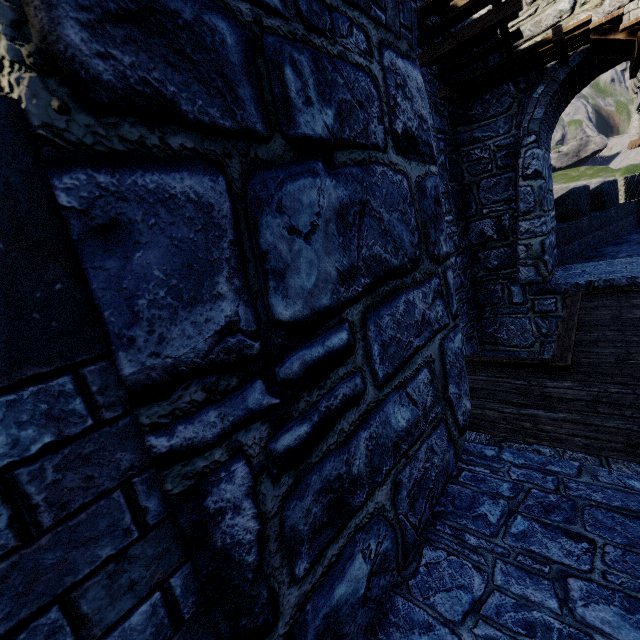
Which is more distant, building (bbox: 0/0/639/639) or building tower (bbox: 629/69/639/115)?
building tower (bbox: 629/69/639/115)

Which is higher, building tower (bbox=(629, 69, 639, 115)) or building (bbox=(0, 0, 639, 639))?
building tower (bbox=(629, 69, 639, 115))

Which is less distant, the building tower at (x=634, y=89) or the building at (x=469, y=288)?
the building at (x=469, y=288)

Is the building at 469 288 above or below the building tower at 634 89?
below

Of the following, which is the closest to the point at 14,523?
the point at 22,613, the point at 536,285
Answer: the point at 22,613
